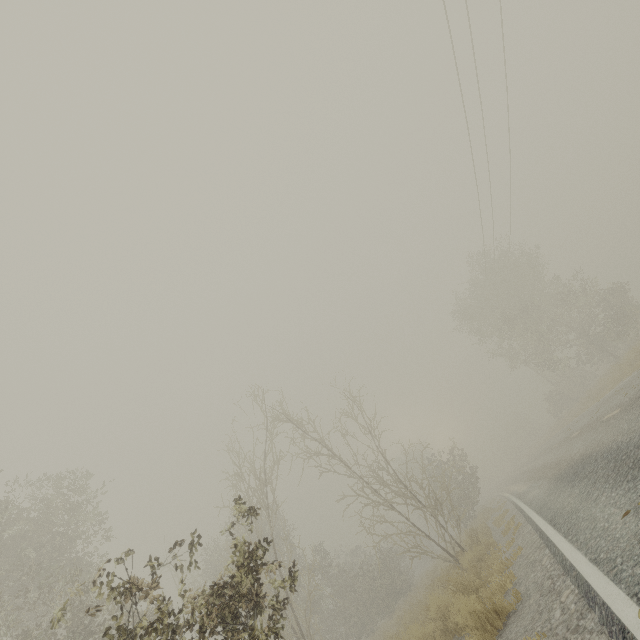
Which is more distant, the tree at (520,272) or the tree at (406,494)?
the tree at (520,272)

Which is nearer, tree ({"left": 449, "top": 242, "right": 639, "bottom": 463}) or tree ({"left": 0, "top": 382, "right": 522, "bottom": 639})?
tree ({"left": 0, "top": 382, "right": 522, "bottom": 639})

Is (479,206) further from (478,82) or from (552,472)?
(552,472)
